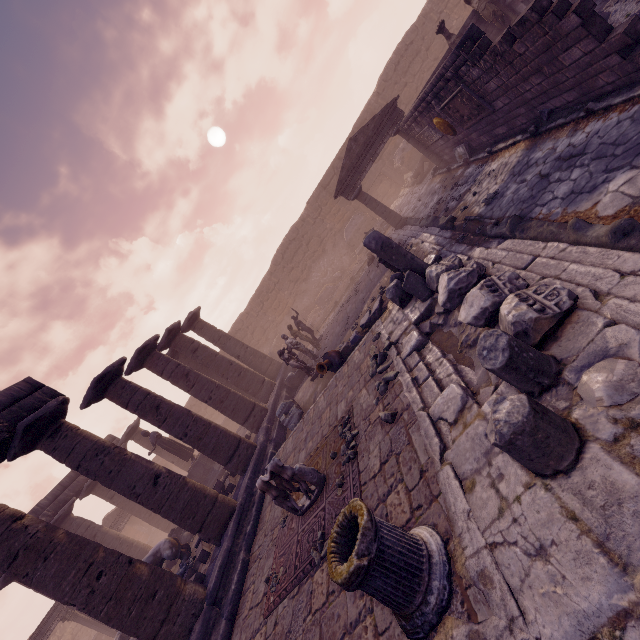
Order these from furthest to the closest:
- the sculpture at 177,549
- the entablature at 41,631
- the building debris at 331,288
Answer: the building debris at 331,288
the entablature at 41,631
the sculpture at 177,549

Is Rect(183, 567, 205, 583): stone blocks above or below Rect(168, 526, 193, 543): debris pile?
below

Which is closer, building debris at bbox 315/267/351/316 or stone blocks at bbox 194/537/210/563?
stone blocks at bbox 194/537/210/563

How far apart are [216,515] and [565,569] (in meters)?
8.14

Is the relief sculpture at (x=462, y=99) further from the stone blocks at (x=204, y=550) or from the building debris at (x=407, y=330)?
the stone blocks at (x=204, y=550)

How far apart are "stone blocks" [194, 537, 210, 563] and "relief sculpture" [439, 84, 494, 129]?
13.5 meters

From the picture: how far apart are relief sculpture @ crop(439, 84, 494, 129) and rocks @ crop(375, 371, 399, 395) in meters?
7.5 m

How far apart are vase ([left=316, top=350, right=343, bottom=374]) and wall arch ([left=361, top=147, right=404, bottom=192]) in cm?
1467
